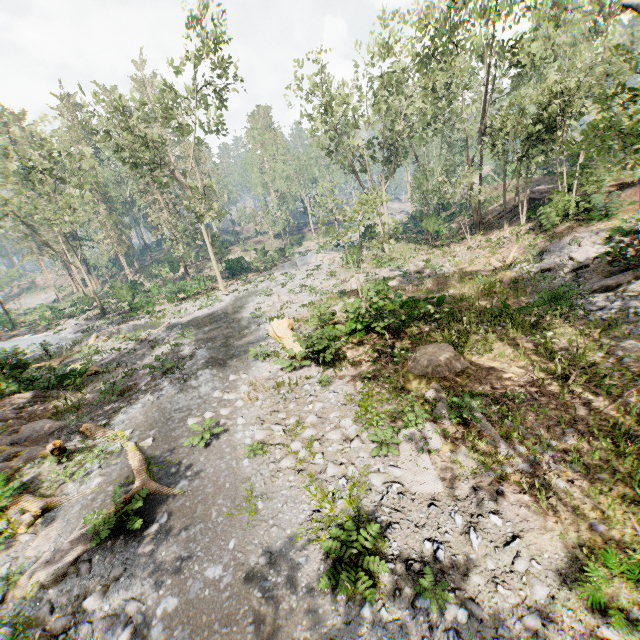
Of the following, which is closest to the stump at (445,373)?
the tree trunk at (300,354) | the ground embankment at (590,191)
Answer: the tree trunk at (300,354)

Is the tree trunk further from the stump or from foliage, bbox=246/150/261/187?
the stump

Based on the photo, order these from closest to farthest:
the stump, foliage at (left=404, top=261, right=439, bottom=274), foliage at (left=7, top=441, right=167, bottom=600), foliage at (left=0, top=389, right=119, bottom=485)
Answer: foliage at (left=7, top=441, right=167, bottom=600), the stump, foliage at (left=0, top=389, right=119, bottom=485), foliage at (left=404, top=261, right=439, bottom=274)

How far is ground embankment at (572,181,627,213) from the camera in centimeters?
1863cm

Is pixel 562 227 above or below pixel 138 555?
above

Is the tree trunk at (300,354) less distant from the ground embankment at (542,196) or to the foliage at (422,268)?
the foliage at (422,268)

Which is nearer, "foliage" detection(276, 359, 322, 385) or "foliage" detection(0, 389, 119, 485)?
"foliage" detection(0, 389, 119, 485)

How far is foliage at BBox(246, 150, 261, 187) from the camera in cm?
5725
